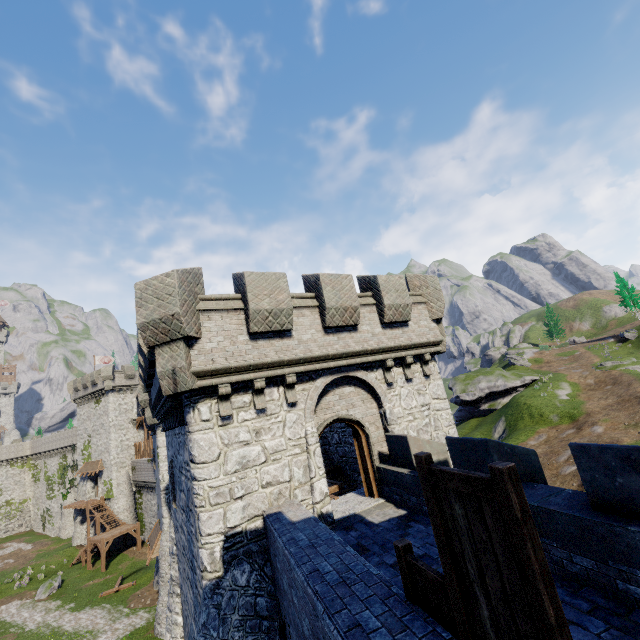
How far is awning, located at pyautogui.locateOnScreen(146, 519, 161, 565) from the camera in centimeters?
2381cm

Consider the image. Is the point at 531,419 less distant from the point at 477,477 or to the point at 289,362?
the point at 289,362

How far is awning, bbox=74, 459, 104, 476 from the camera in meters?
43.0

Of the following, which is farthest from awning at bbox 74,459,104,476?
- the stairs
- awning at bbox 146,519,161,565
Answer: awning at bbox 146,519,161,565

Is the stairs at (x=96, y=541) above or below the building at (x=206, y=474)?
below

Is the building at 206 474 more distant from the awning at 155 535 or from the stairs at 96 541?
the stairs at 96 541

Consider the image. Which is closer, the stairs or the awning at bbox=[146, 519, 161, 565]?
the awning at bbox=[146, 519, 161, 565]

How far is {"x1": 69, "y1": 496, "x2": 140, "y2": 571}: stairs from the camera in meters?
35.2
